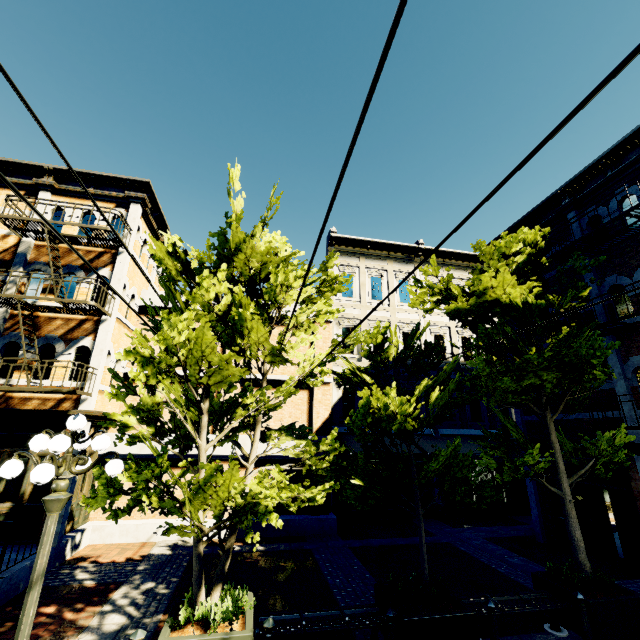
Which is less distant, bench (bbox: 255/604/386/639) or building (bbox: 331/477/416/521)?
bench (bbox: 255/604/386/639)

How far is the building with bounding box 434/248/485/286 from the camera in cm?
1814

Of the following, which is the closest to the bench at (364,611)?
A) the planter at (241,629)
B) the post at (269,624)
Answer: the planter at (241,629)

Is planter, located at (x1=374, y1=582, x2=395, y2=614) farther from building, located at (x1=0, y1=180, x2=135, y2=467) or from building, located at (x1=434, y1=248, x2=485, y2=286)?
building, located at (x1=0, y1=180, x2=135, y2=467)

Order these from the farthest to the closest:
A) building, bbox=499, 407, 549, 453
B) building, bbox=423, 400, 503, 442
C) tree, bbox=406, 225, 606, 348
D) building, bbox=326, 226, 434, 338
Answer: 1. building, bbox=326, 226, 434, 338
2. building, bbox=423, 400, 503, 442
3. building, bbox=499, 407, 549, 453
4. tree, bbox=406, 225, 606, 348

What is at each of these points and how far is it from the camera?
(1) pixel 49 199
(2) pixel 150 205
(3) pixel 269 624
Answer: (1) building, 10.18m
(2) building, 12.62m
(3) post, 4.68m

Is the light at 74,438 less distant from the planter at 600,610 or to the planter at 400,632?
the planter at 400,632
